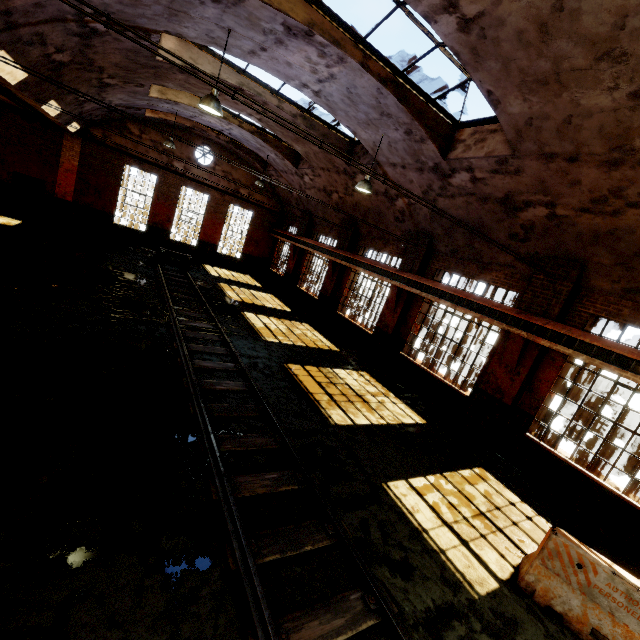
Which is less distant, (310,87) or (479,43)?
(479,43)

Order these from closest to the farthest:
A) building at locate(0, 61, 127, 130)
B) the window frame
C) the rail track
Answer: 1. the rail track
2. the window frame
3. building at locate(0, 61, 127, 130)

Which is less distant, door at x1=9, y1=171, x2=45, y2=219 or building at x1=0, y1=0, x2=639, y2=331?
building at x1=0, y1=0, x2=639, y2=331

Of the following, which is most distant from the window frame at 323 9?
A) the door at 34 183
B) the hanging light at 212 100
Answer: the door at 34 183

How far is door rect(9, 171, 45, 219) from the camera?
17.0 meters

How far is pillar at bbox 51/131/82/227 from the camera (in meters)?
17.38

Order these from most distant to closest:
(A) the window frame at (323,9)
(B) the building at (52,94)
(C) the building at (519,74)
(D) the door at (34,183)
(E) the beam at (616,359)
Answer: (D) the door at (34,183)
(B) the building at (52,94)
(E) the beam at (616,359)
(A) the window frame at (323,9)
(C) the building at (519,74)

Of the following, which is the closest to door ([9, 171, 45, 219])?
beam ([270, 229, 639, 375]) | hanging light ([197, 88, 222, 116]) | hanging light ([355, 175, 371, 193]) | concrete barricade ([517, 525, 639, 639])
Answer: beam ([270, 229, 639, 375])
